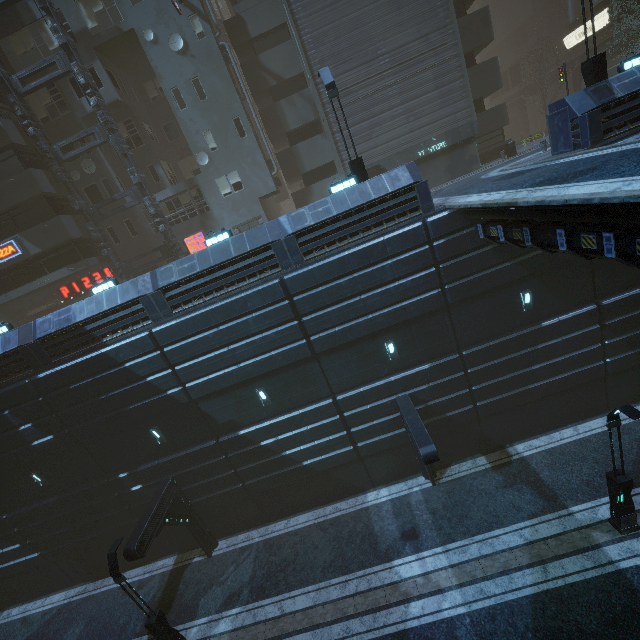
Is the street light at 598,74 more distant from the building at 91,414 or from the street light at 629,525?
the street light at 629,525

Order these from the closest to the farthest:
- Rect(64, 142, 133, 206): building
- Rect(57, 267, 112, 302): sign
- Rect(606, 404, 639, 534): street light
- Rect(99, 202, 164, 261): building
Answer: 1. Rect(606, 404, 639, 534): street light
2. Rect(64, 142, 133, 206): building
3. Rect(99, 202, 164, 261): building
4. Rect(57, 267, 112, 302): sign

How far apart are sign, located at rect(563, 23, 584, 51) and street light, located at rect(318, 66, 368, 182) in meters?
32.6

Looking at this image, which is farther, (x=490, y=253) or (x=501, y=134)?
(x=501, y=134)

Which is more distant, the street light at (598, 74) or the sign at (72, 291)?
the sign at (72, 291)

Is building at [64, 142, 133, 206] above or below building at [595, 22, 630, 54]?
above

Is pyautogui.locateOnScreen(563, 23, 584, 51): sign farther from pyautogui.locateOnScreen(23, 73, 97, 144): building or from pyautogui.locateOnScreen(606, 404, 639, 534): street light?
pyautogui.locateOnScreen(606, 404, 639, 534): street light

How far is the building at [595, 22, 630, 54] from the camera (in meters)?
28.20
